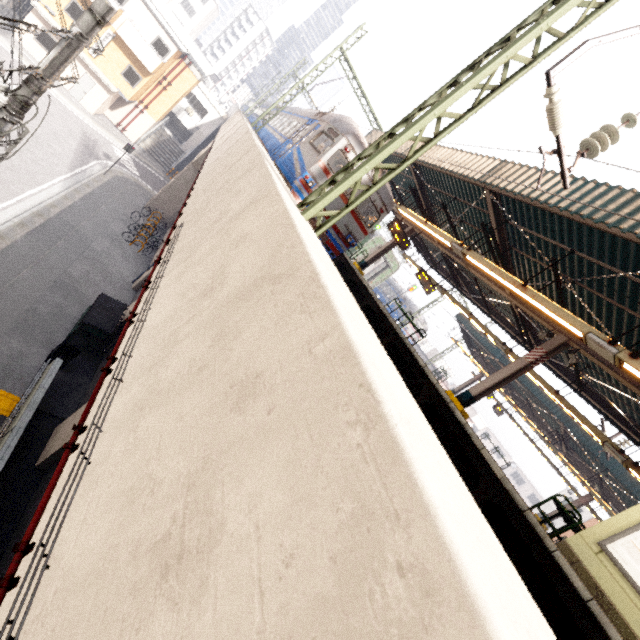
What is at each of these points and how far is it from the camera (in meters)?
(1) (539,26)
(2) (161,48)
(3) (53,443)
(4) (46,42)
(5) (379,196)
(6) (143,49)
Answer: (1) power line, 4.27
(2) window, 25.12
(3) concrete pillar, 9.08
(4) window, 23.62
(5) train, 11.20
(6) balcony, 24.23

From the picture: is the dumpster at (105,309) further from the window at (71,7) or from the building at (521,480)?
the building at (521,480)

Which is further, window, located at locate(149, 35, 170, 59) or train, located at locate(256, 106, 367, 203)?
window, located at locate(149, 35, 170, 59)

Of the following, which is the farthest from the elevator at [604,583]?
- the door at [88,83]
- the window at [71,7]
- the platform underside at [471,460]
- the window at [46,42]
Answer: the window at [46,42]

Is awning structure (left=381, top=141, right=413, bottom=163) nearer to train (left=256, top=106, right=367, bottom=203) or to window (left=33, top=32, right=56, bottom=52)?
train (left=256, top=106, right=367, bottom=203)

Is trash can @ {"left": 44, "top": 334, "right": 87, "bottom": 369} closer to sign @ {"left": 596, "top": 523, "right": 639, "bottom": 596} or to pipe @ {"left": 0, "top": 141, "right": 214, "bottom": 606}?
pipe @ {"left": 0, "top": 141, "right": 214, "bottom": 606}

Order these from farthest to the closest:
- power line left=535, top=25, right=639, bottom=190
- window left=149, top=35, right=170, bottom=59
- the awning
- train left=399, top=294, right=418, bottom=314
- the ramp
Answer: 1. train left=399, top=294, right=418, bottom=314
2. the awning
3. window left=149, top=35, right=170, bottom=59
4. the ramp
5. power line left=535, top=25, right=639, bottom=190

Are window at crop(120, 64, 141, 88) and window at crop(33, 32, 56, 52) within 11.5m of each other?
yes
